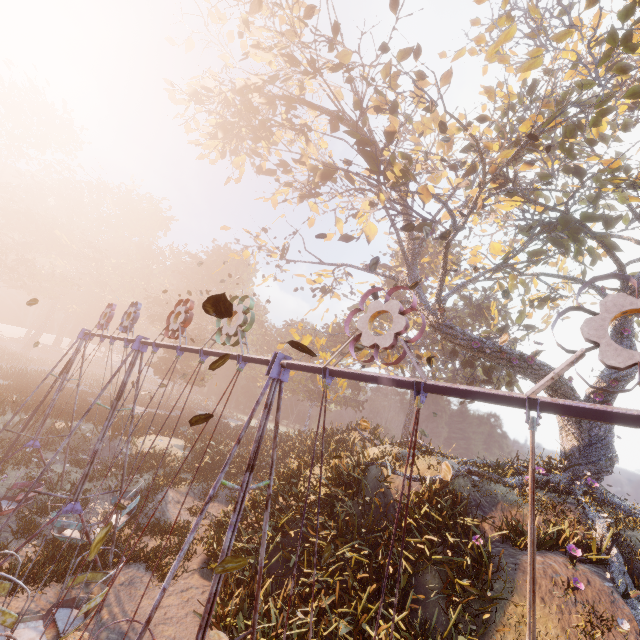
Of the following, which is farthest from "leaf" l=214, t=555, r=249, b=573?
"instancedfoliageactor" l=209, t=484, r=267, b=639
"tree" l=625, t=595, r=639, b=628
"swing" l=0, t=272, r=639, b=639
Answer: "tree" l=625, t=595, r=639, b=628

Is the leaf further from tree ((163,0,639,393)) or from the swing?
tree ((163,0,639,393))

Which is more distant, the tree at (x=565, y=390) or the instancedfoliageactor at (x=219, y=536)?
the tree at (x=565, y=390)

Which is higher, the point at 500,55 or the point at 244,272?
the point at 244,272

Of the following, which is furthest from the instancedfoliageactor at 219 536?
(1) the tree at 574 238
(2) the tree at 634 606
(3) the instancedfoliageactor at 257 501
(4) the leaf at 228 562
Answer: (2) the tree at 634 606

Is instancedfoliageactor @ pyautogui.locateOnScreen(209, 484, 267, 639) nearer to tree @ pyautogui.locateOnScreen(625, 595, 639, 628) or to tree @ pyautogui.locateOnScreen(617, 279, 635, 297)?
tree @ pyautogui.locateOnScreen(617, 279, 635, 297)

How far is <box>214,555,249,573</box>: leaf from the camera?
3.2 meters

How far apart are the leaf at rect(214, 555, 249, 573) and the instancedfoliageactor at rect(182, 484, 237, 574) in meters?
9.9 m
